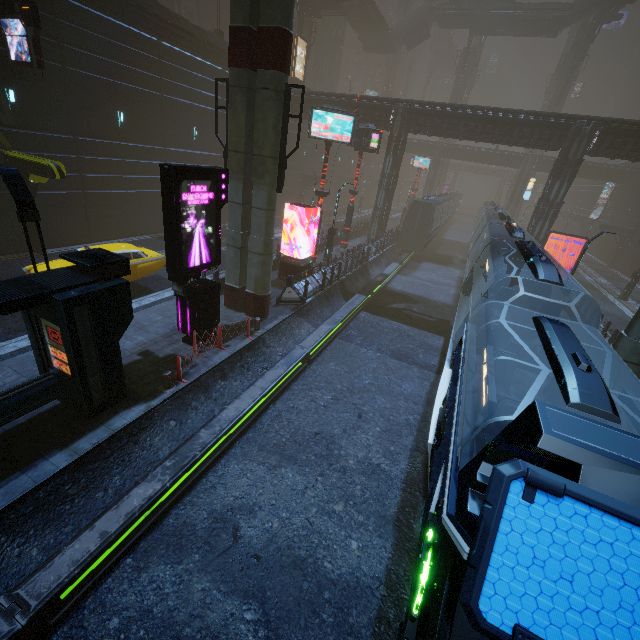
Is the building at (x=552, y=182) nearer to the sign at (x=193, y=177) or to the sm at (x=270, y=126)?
the sm at (x=270, y=126)

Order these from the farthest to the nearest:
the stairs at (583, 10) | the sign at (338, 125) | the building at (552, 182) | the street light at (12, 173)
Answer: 1. the stairs at (583, 10)
2. the building at (552, 182)
3. the sign at (338, 125)
4. the street light at (12, 173)

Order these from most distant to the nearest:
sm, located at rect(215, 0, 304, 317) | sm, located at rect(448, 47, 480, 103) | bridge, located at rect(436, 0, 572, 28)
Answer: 1. sm, located at rect(448, 47, 480, 103)
2. bridge, located at rect(436, 0, 572, 28)
3. sm, located at rect(215, 0, 304, 317)

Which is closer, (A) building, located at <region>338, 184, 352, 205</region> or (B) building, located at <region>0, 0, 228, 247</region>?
(B) building, located at <region>0, 0, 228, 247</region>

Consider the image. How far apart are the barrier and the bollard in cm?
716

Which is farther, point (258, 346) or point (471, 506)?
point (258, 346)

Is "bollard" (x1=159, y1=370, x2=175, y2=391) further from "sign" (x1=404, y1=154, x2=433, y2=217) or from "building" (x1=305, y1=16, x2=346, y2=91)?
"sign" (x1=404, y1=154, x2=433, y2=217)

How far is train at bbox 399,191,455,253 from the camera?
30.8m
